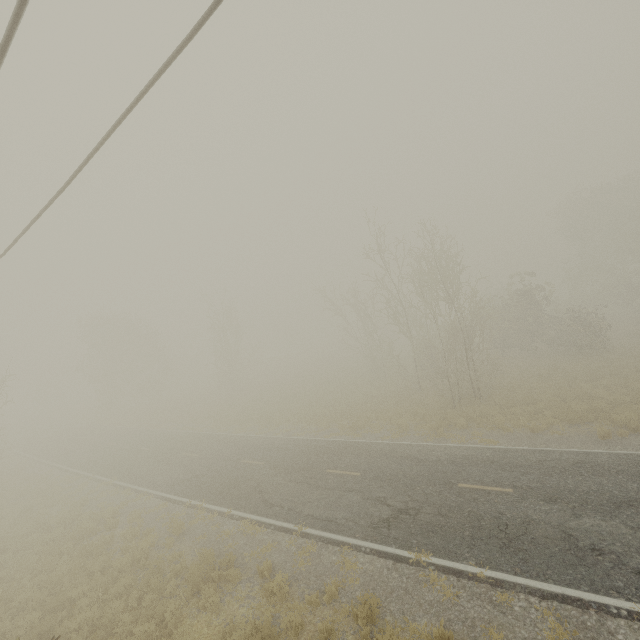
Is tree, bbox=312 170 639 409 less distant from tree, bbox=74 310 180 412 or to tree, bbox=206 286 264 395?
tree, bbox=206 286 264 395

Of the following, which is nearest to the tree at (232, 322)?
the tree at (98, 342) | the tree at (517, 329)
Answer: the tree at (98, 342)

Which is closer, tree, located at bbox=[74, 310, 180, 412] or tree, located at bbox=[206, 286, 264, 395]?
tree, located at bbox=[206, 286, 264, 395]

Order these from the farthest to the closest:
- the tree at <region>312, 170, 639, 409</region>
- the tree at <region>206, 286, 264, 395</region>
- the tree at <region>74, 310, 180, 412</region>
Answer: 1. the tree at <region>74, 310, 180, 412</region>
2. the tree at <region>206, 286, 264, 395</region>
3. the tree at <region>312, 170, 639, 409</region>

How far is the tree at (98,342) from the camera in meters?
41.9

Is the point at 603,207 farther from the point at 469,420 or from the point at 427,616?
the point at 427,616
